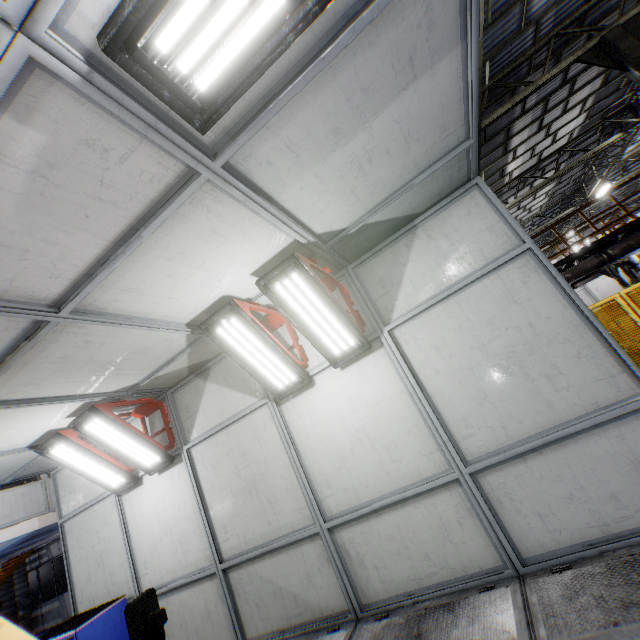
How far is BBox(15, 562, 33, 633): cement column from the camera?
17.34m

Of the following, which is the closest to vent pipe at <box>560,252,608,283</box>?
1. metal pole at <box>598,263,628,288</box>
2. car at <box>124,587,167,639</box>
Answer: metal pole at <box>598,263,628,288</box>

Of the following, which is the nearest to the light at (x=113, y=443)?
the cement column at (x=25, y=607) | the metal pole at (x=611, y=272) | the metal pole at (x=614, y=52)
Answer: the metal pole at (x=614, y=52)

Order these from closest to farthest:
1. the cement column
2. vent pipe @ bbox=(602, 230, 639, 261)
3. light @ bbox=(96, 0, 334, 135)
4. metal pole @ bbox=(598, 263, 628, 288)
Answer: light @ bbox=(96, 0, 334, 135)
vent pipe @ bbox=(602, 230, 639, 261)
metal pole @ bbox=(598, 263, 628, 288)
the cement column

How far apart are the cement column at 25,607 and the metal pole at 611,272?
34.19m

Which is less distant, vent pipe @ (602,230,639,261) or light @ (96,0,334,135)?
light @ (96,0,334,135)

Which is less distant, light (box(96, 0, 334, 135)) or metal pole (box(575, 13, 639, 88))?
light (box(96, 0, 334, 135))

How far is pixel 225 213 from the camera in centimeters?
275cm
